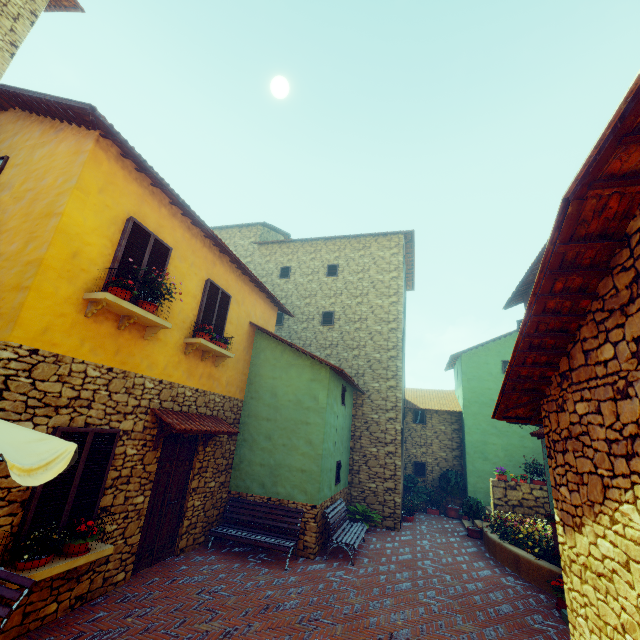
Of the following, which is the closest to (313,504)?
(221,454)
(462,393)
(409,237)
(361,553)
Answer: (361,553)

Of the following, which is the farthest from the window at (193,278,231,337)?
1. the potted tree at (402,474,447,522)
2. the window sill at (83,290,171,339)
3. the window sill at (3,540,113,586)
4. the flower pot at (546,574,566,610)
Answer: the potted tree at (402,474,447,522)

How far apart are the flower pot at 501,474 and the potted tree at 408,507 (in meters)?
3.40

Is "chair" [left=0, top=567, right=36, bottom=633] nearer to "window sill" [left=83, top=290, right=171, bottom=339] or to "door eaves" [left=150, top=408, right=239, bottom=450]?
"door eaves" [left=150, top=408, right=239, bottom=450]

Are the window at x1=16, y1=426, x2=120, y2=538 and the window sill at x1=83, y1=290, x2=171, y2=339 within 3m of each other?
yes

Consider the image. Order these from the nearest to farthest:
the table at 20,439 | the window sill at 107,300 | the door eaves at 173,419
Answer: Result: the table at 20,439, the window sill at 107,300, the door eaves at 173,419

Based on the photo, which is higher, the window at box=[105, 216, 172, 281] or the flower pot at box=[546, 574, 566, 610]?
the window at box=[105, 216, 172, 281]

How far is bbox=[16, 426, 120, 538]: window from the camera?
4.45m
